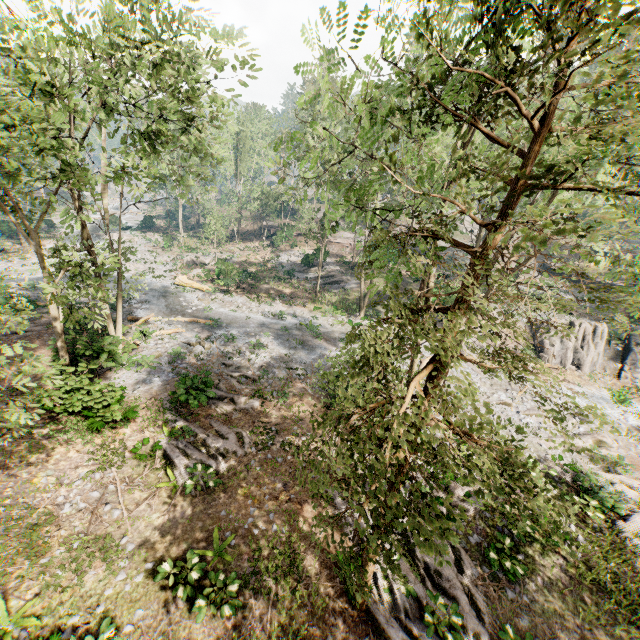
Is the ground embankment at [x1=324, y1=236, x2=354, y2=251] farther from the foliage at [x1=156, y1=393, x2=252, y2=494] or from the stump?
the stump

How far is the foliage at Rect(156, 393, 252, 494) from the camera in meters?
12.7

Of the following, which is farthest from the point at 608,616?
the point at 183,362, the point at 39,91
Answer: the point at 39,91

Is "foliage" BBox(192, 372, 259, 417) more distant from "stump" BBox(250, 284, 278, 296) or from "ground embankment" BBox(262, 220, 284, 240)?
"stump" BBox(250, 284, 278, 296)

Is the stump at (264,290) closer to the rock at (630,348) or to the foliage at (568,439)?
the foliage at (568,439)

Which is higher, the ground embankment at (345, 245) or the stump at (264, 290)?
the ground embankment at (345, 245)

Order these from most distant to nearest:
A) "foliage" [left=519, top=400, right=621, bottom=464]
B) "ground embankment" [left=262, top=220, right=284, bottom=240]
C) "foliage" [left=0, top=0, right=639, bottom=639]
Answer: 1. "ground embankment" [left=262, top=220, right=284, bottom=240]
2. "foliage" [left=519, top=400, right=621, bottom=464]
3. "foliage" [left=0, top=0, right=639, bottom=639]

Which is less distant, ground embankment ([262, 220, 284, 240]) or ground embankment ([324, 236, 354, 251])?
ground embankment ([324, 236, 354, 251])
